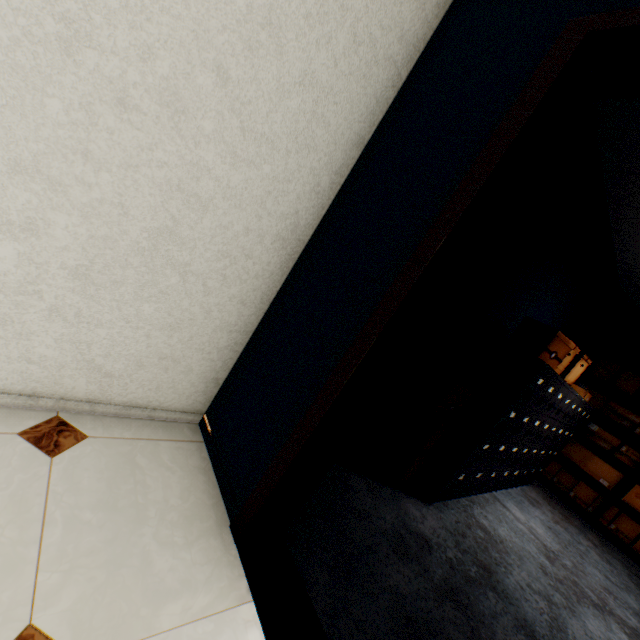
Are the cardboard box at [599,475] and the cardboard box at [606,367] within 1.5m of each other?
yes

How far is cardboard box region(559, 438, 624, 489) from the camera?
4.42m

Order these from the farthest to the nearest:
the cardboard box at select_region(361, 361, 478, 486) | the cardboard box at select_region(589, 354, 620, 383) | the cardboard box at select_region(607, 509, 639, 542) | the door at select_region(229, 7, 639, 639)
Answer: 1. the cardboard box at select_region(589, 354, 620, 383)
2. the cardboard box at select_region(607, 509, 639, 542)
3. the cardboard box at select_region(361, 361, 478, 486)
4. the door at select_region(229, 7, 639, 639)

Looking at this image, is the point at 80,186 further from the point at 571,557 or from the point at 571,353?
the point at 571,557

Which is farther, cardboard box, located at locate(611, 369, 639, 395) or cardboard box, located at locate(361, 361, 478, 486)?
cardboard box, located at locate(611, 369, 639, 395)

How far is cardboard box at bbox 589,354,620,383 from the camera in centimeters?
472cm

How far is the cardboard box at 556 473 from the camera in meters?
4.5

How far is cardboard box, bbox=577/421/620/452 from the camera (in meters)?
4.53
